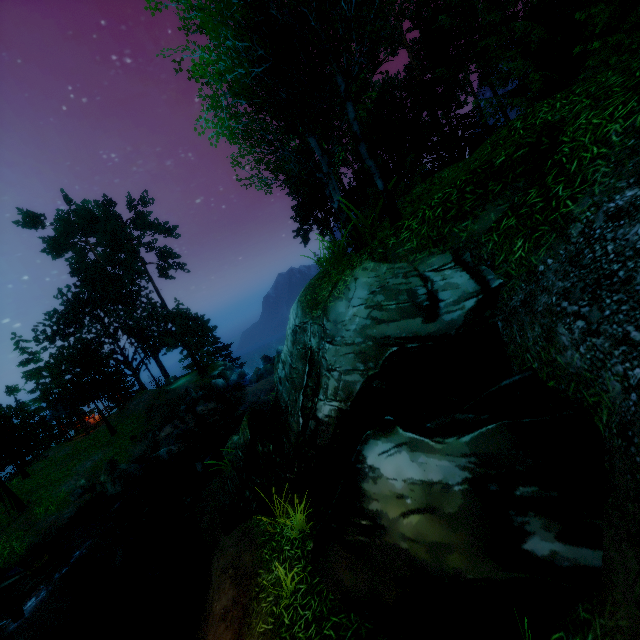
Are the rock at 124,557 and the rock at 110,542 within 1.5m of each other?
yes

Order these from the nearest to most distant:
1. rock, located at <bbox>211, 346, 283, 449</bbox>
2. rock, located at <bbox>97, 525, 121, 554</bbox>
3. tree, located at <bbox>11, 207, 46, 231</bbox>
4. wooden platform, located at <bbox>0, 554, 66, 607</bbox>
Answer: wooden platform, located at <bbox>0, 554, 66, 607</bbox> < rock, located at <bbox>97, 525, 121, 554</bbox> < rock, located at <bbox>211, 346, 283, 449</bbox> < tree, located at <bbox>11, 207, 46, 231</bbox>

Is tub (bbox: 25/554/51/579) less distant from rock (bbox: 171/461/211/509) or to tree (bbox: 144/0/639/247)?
rock (bbox: 171/461/211/509)

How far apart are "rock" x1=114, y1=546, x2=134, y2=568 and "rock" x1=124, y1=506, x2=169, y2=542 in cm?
35

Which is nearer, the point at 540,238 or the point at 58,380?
the point at 540,238

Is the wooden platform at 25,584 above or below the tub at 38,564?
below

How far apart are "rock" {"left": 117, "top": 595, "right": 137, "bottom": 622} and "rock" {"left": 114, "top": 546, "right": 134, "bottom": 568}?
2.16m

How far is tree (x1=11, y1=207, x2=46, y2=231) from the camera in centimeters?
3397cm
